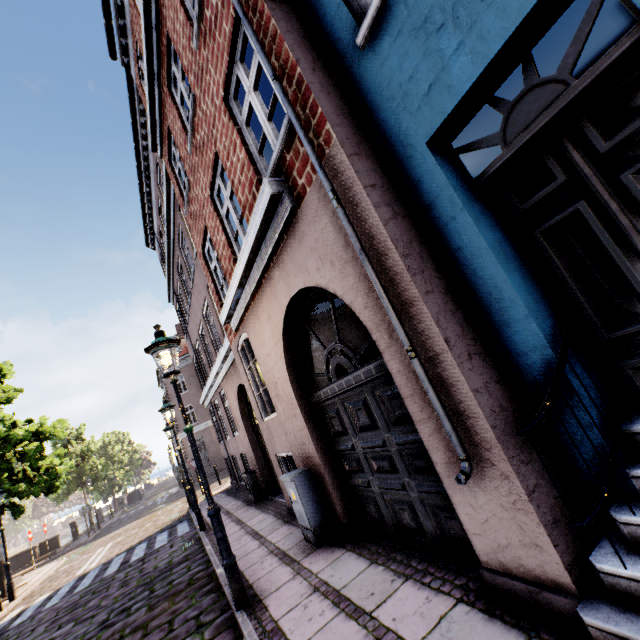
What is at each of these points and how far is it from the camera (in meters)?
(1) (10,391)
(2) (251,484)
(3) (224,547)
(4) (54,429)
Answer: (1) tree, 15.45
(2) electrical box, 10.07
(3) street light, 4.19
(4) tree, 15.70

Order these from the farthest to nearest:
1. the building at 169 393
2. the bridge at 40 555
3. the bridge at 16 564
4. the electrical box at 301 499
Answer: the building at 169 393 → the bridge at 40 555 → the bridge at 16 564 → the electrical box at 301 499

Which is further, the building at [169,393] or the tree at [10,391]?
the building at [169,393]

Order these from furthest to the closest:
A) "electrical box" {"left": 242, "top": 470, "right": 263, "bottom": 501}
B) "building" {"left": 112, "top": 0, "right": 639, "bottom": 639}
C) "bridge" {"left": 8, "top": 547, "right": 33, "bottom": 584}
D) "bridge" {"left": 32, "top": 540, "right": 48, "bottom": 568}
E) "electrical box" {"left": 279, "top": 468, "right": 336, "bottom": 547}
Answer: "bridge" {"left": 32, "top": 540, "right": 48, "bottom": 568} → "bridge" {"left": 8, "top": 547, "right": 33, "bottom": 584} → "electrical box" {"left": 242, "top": 470, "right": 263, "bottom": 501} → "electrical box" {"left": 279, "top": 468, "right": 336, "bottom": 547} → "building" {"left": 112, "top": 0, "right": 639, "bottom": 639}

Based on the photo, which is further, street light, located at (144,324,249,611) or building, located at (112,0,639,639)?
street light, located at (144,324,249,611)

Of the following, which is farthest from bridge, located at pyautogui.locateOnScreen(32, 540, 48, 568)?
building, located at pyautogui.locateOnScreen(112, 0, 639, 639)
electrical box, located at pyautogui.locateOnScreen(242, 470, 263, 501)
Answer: electrical box, located at pyautogui.locateOnScreen(242, 470, 263, 501)

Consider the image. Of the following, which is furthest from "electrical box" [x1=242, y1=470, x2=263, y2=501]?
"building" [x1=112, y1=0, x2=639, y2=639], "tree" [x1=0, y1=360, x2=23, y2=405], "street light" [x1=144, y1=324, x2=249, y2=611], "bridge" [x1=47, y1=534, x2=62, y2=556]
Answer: "bridge" [x1=47, y1=534, x2=62, y2=556]

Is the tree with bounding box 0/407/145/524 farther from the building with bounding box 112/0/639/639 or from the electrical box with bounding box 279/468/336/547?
the electrical box with bounding box 279/468/336/547
